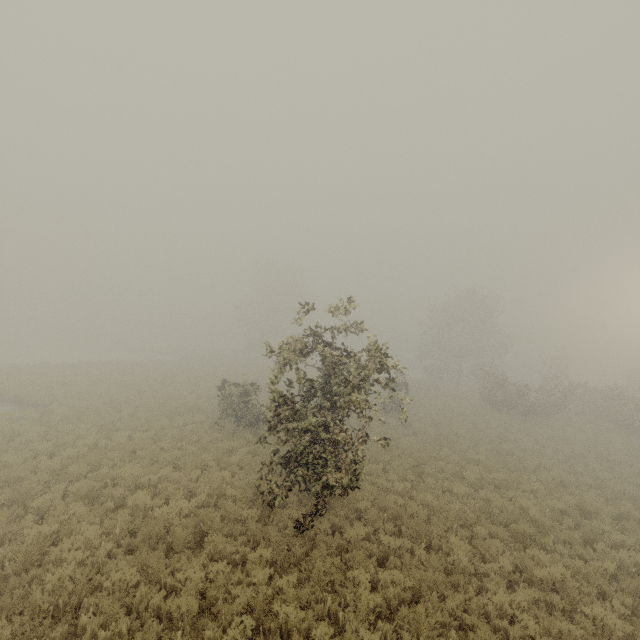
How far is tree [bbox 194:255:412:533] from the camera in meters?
8.6

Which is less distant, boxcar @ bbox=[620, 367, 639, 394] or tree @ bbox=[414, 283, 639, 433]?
tree @ bbox=[414, 283, 639, 433]

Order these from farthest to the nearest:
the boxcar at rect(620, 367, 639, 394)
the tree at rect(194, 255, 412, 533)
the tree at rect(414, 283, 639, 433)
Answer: the boxcar at rect(620, 367, 639, 394)
the tree at rect(414, 283, 639, 433)
the tree at rect(194, 255, 412, 533)

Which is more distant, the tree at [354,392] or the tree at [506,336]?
the tree at [506,336]

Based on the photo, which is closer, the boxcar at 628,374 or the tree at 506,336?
the tree at 506,336

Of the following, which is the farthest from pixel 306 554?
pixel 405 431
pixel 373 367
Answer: pixel 405 431

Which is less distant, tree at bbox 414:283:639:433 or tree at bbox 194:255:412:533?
tree at bbox 194:255:412:533
